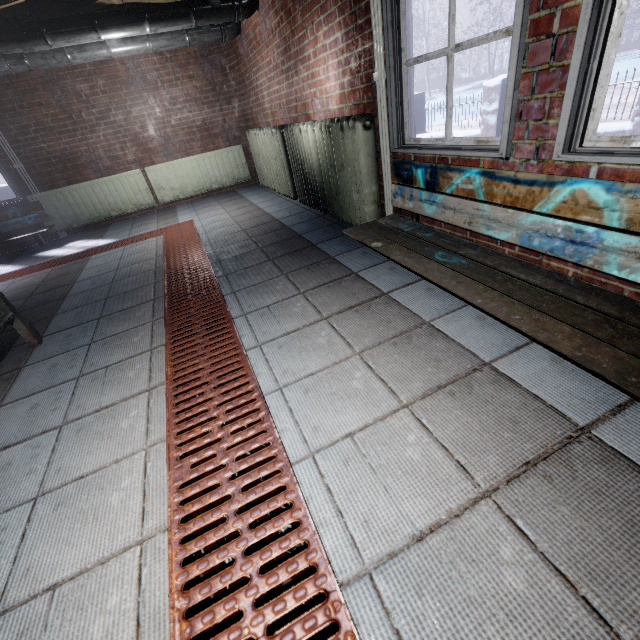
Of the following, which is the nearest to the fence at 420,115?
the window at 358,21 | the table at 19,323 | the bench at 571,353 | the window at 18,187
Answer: the window at 358,21

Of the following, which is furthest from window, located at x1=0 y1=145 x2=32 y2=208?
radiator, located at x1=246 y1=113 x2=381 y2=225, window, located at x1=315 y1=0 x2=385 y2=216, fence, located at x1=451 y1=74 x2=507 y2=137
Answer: fence, located at x1=451 y1=74 x2=507 y2=137

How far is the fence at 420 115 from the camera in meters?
7.1 m

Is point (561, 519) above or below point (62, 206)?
below

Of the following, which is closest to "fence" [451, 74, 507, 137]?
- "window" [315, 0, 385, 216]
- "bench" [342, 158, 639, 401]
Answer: "window" [315, 0, 385, 216]

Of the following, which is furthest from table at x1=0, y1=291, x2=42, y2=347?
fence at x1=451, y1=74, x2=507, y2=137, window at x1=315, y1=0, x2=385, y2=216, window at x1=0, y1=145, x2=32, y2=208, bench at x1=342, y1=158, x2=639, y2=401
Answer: fence at x1=451, y1=74, x2=507, y2=137

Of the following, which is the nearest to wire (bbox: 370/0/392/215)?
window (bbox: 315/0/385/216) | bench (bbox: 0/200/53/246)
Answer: window (bbox: 315/0/385/216)

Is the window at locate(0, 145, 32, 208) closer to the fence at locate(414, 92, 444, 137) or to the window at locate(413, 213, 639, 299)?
the window at locate(413, 213, 639, 299)
